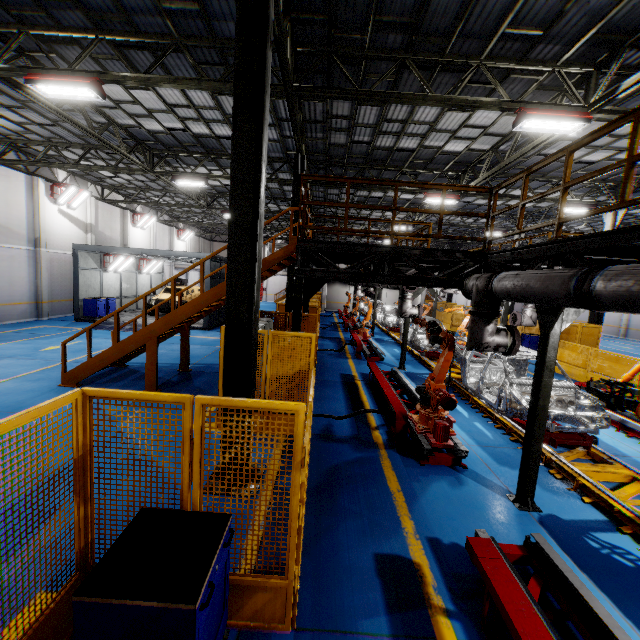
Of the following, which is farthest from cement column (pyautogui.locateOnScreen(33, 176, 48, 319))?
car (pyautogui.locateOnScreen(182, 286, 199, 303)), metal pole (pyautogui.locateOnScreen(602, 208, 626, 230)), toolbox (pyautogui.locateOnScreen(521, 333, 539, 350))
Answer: metal pole (pyautogui.locateOnScreen(602, 208, 626, 230))

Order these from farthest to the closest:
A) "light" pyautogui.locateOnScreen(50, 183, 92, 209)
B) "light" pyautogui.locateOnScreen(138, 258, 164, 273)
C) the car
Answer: "light" pyautogui.locateOnScreen(138, 258, 164, 273)
the car
"light" pyautogui.locateOnScreen(50, 183, 92, 209)

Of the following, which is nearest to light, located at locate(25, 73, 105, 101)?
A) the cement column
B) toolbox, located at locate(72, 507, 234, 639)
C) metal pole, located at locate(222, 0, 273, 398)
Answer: metal pole, located at locate(222, 0, 273, 398)

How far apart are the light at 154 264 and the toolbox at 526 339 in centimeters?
2574cm

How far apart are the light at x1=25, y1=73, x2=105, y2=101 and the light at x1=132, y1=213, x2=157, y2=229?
20.1m

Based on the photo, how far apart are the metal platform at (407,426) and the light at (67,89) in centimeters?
1053cm

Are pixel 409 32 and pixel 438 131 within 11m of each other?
yes

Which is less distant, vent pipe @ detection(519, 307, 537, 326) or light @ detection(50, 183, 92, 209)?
vent pipe @ detection(519, 307, 537, 326)
